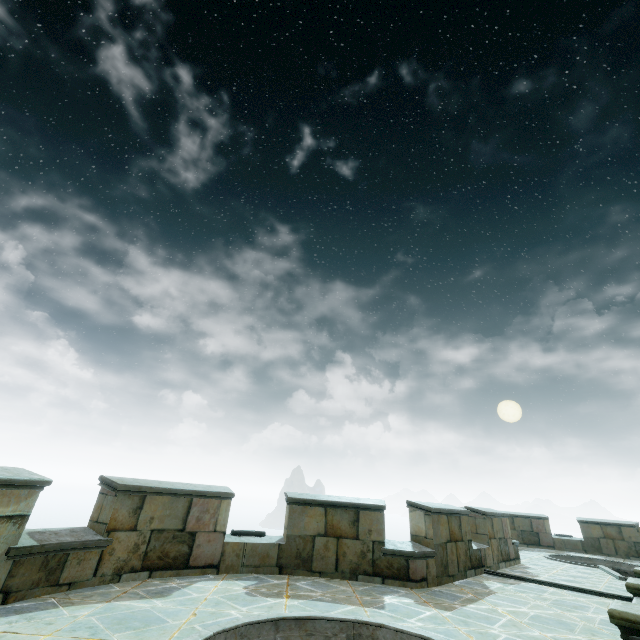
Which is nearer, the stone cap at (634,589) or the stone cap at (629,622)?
the stone cap at (629,622)

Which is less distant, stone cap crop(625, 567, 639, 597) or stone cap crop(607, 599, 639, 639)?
stone cap crop(607, 599, 639, 639)

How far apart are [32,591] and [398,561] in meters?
6.2
